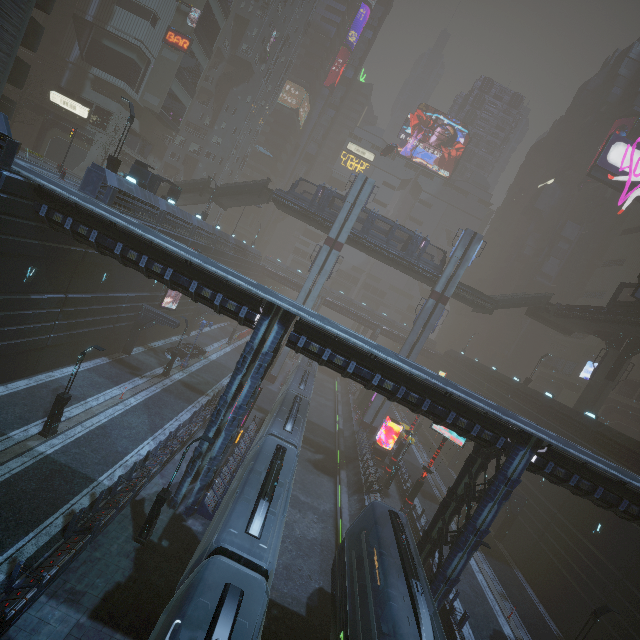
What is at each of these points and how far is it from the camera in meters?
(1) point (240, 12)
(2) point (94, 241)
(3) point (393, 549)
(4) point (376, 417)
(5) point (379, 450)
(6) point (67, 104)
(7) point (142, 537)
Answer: (1) building, 54.2 m
(2) building, 15.3 m
(3) train, 16.1 m
(4) sm, 39.5 m
(5) sign, 33.6 m
(6) sign, 39.2 m
(7) street light, 14.1 m

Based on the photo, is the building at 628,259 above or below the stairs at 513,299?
above

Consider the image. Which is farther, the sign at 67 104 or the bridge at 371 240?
the sign at 67 104

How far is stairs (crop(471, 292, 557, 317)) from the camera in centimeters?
3841cm

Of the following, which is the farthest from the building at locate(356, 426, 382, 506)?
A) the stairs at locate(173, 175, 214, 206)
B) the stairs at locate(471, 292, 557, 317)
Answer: the stairs at locate(471, 292, 557, 317)

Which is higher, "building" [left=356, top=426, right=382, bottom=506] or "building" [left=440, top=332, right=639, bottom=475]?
"building" [left=440, top=332, right=639, bottom=475]

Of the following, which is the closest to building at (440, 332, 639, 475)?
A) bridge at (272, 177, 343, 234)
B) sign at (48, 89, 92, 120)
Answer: sign at (48, 89, 92, 120)

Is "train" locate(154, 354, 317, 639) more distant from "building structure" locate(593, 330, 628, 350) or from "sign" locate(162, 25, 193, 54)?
"sign" locate(162, 25, 193, 54)
